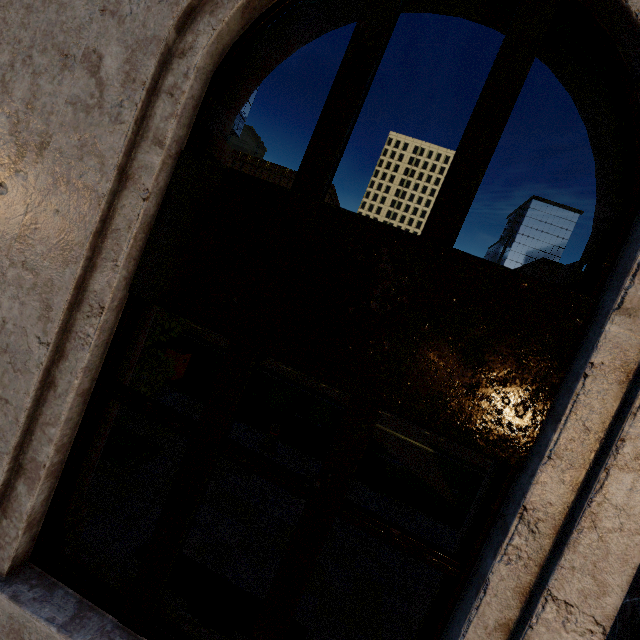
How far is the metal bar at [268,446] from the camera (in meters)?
7.04

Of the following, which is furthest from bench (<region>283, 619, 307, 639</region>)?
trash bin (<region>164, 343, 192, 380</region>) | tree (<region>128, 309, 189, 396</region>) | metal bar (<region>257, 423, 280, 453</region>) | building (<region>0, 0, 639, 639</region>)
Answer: trash bin (<region>164, 343, 192, 380</region>)

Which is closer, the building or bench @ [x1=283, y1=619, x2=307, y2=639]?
the building

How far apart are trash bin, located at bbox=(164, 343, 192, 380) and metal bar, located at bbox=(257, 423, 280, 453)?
3.2 meters

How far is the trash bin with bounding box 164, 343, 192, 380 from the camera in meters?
8.6

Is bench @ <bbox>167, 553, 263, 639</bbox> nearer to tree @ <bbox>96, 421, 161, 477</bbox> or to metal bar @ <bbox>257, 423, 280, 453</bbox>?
tree @ <bbox>96, 421, 161, 477</bbox>

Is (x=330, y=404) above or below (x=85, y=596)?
below

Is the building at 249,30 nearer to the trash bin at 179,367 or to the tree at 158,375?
the tree at 158,375
